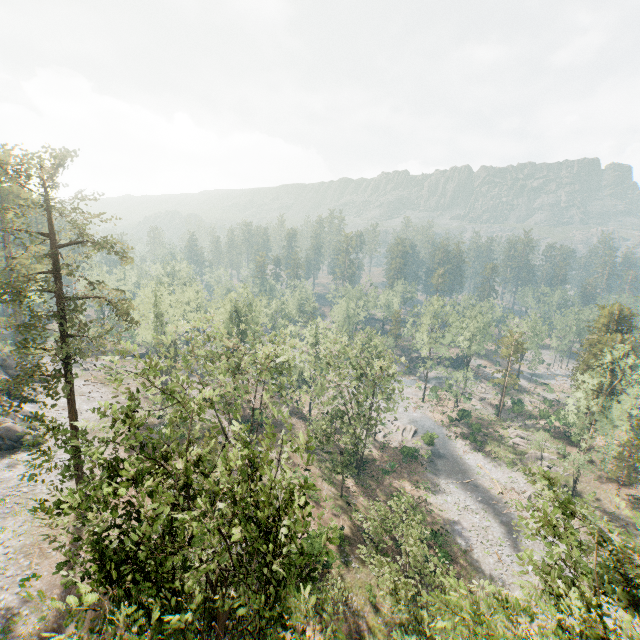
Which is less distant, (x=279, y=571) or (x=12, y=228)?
(x=279, y=571)

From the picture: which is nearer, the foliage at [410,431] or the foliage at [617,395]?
the foliage at [617,395]

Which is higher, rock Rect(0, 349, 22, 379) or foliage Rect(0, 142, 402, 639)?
foliage Rect(0, 142, 402, 639)

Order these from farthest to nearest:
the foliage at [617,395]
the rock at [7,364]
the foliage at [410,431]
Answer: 1. the foliage at [410,431]
2. the rock at [7,364]
3. the foliage at [617,395]

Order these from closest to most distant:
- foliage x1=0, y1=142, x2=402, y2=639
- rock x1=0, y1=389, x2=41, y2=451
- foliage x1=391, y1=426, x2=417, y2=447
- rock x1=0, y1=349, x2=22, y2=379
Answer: foliage x1=0, y1=142, x2=402, y2=639, rock x1=0, y1=389, x2=41, y2=451, rock x1=0, y1=349, x2=22, y2=379, foliage x1=391, y1=426, x2=417, y2=447

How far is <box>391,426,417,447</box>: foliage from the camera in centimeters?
5468cm

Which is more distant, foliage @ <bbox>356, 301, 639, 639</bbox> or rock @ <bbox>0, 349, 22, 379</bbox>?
rock @ <bbox>0, 349, 22, 379</bbox>
